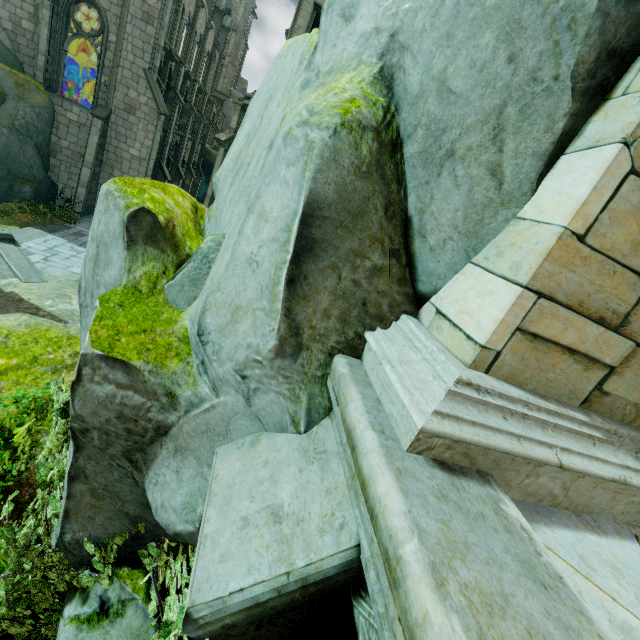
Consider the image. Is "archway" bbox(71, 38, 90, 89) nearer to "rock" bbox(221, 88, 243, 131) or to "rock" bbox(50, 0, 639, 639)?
"rock" bbox(221, 88, 243, 131)

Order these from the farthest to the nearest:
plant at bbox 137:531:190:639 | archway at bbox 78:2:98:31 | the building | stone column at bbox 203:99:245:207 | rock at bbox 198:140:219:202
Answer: rock at bbox 198:140:219:202 → archway at bbox 78:2:98:31 → the building → stone column at bbox 203:99:245:207 → plant at bbox 137:531:190:639

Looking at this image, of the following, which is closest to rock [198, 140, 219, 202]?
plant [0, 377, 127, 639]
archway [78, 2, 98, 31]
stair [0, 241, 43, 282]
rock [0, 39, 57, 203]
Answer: archway [78, 2, 98, 31]

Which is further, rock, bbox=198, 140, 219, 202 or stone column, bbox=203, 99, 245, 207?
rock, bbox=198, 140, 219, 202

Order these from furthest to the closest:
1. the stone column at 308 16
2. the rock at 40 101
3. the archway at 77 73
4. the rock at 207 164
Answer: the rock at 207 164
the archway at 77 73
the rock at 40 101
the stone column at 308 16

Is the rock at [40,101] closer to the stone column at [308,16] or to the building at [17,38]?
the building at [17,38]

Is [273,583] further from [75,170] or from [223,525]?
[75,170]

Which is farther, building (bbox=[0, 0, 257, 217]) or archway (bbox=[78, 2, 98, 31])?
archway (bbox=[78, 2, 98, 31])
